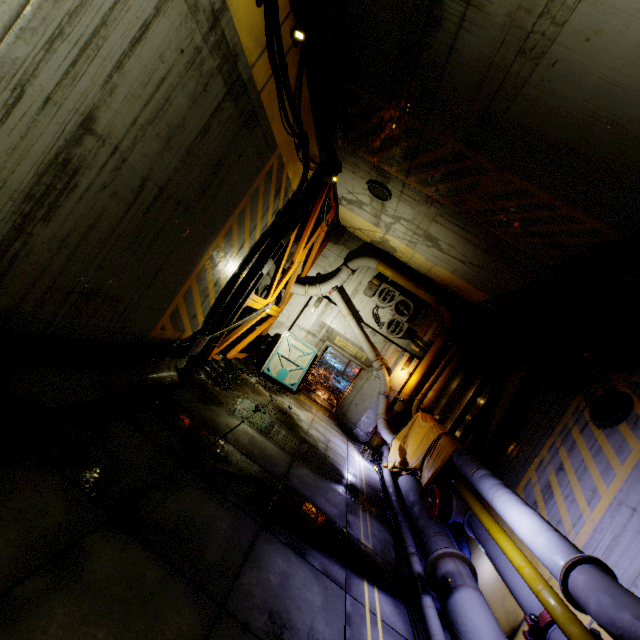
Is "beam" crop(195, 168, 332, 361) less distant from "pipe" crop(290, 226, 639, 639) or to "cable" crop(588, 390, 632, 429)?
"pipe" crop(290, 226, 639, 639)

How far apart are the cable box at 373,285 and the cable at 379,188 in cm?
435

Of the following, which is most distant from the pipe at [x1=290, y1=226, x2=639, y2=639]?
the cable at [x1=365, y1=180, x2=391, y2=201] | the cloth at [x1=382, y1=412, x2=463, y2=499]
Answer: the cable at [x1=365, y1=180, x2=391, y2=201]

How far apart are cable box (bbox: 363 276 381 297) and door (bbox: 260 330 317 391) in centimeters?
313cm

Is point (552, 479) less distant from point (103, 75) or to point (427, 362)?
point (427, 362)

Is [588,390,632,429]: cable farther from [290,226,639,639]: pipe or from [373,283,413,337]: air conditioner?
[373,283,413,337]: air conditioner

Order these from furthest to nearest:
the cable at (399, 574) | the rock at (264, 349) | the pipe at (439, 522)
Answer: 1. the rock at (264, 349)
2. the cable at (399, 574)
3. the pipe at (439, 522)

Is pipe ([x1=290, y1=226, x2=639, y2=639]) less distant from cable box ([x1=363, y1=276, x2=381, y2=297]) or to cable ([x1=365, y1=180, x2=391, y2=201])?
cable box ([x1=363, y1=276, x2=381, y2=297])
